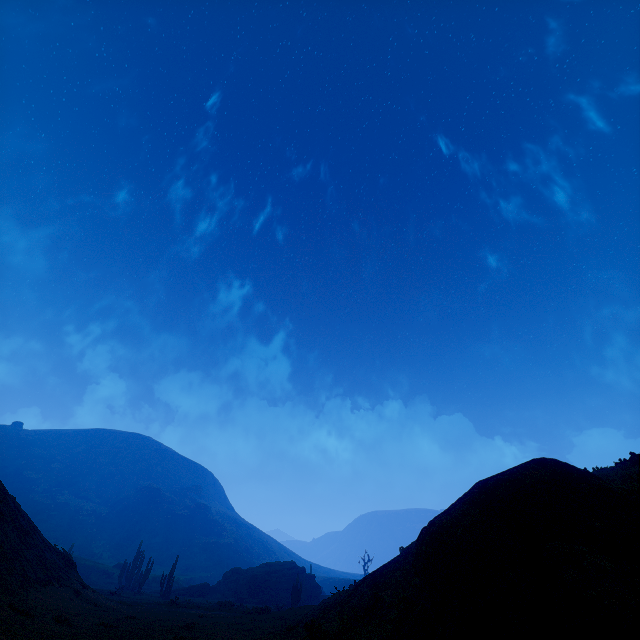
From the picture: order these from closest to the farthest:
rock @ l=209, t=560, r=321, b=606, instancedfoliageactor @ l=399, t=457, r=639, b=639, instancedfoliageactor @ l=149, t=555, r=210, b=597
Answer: instancedfoliageactor @ l=399, t=457, r=639, b=639 → instancedfoliageactor @ l=149, t=555, r=210, b=597 → rock @ l=209, t=560, r=321, b=606

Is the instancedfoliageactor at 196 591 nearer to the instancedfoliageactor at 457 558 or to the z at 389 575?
the z at 389 575

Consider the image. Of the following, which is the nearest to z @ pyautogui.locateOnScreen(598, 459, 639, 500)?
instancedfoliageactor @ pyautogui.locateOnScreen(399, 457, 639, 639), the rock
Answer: instancedfoliageactor @ pyautogui.locateOnScreen(399, 457, 639, 639)

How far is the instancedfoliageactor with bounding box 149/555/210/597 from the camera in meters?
35.8

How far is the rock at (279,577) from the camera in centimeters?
4134cm

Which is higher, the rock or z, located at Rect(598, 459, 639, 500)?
z, located at Rect(598, 459, 639, 500)

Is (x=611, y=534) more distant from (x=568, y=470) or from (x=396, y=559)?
(x=396, y=559)

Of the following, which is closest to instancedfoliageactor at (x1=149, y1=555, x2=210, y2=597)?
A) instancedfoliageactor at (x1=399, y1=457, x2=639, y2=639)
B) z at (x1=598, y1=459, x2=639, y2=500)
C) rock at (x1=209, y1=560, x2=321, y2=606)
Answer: z at (x1=598, y1=459, x2=639, y2=500)
